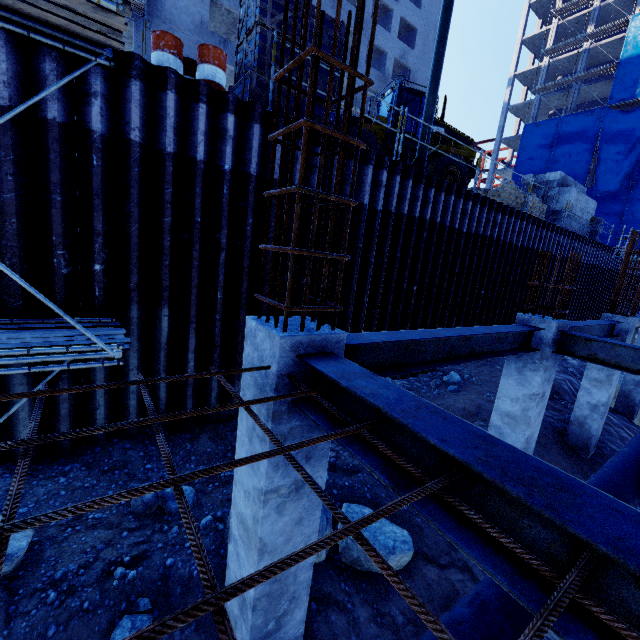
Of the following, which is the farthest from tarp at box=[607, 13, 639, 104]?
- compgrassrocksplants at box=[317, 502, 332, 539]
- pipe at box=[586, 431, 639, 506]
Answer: compgrassrocksplants at box=[317, 502, 332, 539]

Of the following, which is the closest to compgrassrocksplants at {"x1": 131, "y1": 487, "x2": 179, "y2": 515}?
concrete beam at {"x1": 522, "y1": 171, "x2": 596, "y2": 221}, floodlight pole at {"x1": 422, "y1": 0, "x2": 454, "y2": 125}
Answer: floodlight pole at {"x1": 422, "y1": 0, "x2": 454, "y2": 125}

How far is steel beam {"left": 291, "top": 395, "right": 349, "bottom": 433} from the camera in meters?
2.1

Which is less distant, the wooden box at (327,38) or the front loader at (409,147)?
the wooden box at (327,38)

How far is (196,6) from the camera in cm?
2441

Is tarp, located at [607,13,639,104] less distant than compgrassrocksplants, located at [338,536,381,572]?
No

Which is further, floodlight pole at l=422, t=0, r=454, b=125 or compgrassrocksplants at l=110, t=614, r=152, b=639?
floodlight pole at l=422, t=0, r=454, b=125

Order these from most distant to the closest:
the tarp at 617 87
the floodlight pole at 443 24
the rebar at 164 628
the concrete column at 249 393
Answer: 1. the tarp at 617 87
2. the floodlight pole at 443 24
3. the concrete column at 249 393
4. the rebar at 164 628
